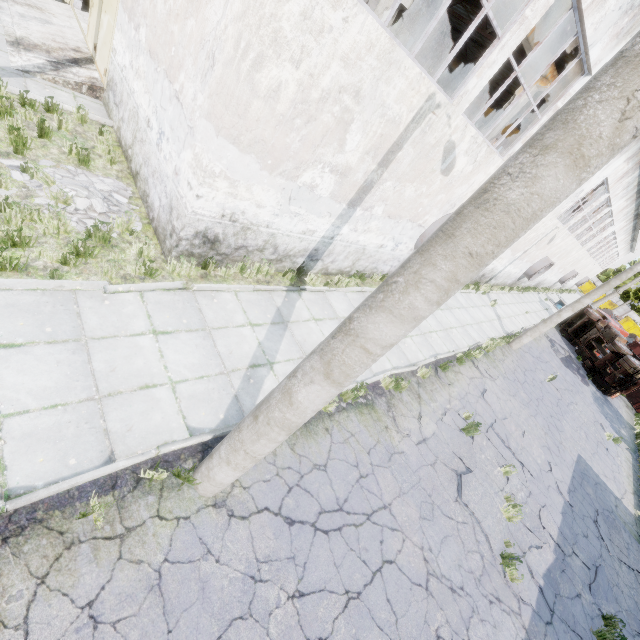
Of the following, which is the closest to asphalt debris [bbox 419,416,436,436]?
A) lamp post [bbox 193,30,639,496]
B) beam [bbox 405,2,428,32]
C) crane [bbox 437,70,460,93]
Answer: lamp post [bbox 193,30,639,496]

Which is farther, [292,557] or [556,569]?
[556,569]

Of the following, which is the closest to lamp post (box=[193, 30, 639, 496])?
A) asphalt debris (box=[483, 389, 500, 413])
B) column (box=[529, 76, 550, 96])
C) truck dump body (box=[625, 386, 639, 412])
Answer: asphalt debris (box=[483, 389, 500, 413])

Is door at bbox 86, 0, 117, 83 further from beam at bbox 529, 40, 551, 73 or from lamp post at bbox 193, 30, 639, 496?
lamp post at bbox 193, 30, 639, 496

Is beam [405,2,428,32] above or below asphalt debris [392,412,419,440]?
above

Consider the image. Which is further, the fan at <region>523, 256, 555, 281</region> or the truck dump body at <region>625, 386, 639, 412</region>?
the truck dump body at <region>625, 386, 639, 412</region>

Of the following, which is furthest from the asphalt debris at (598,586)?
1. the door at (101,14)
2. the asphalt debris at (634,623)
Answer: the door at (101,14)

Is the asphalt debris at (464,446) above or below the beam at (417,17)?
below
